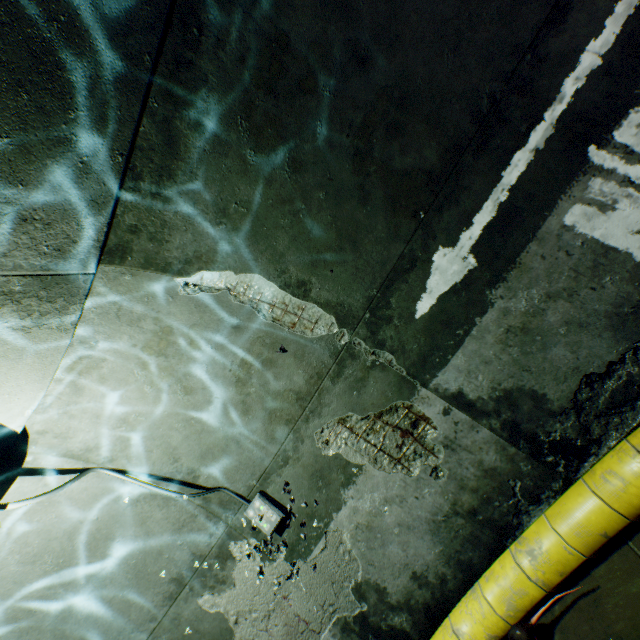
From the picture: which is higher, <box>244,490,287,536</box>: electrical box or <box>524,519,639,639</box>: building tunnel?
<box>244,490,287,536</box>: electrical box

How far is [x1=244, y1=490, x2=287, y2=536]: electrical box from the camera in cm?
364

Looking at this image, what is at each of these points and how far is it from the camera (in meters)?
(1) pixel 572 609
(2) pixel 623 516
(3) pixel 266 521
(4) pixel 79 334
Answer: (1) building tunnel, 2.75
(2) large conduit, 2.52
(3) electrical box, 3.65
(4) building tunnel, 2.48

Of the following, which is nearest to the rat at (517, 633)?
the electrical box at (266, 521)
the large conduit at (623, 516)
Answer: the large conduit at (623, 516)

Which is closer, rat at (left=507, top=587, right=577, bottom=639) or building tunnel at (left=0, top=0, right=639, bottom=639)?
building tunnel at (left=0, top=0, right=639, bottom=639)

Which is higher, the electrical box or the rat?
the electrical box

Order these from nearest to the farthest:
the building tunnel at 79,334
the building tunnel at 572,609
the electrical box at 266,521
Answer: the building tunnel at 79,334 → the building tunnel at 572,609 → the electrical box at 266,521

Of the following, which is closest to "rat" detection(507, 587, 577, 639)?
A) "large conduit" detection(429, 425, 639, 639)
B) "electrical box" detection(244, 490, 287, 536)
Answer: "large conduit" detection(429, 425, 639, 639)
